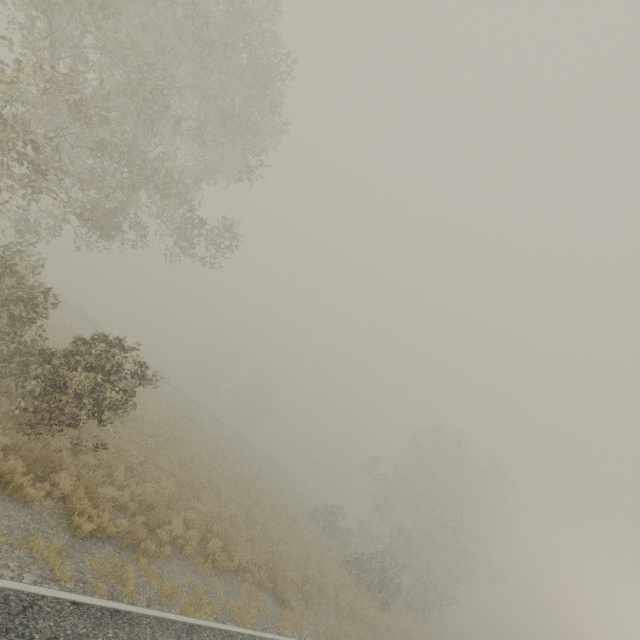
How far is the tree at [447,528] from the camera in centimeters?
2743cm

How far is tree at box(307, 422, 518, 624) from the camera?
27.4m

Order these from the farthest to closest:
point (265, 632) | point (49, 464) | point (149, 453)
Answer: point (149, 453) < point (265, 632) < point (49, 464)
